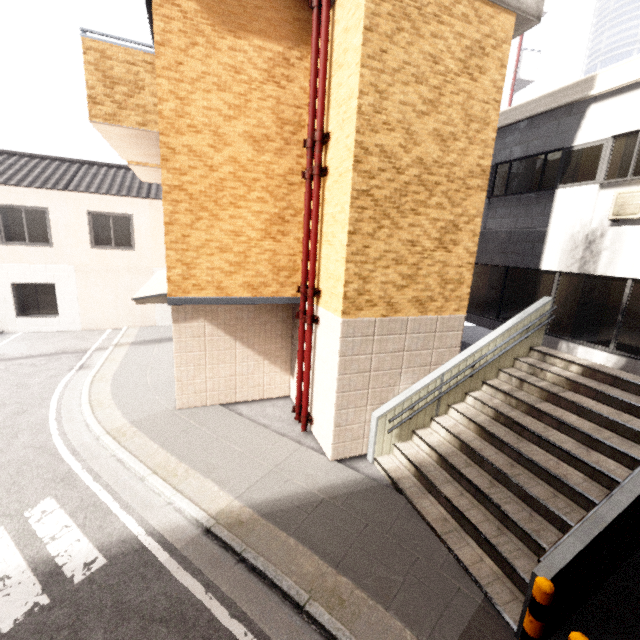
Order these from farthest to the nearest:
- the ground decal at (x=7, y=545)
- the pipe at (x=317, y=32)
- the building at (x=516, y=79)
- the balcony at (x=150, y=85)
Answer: the building at (x=516, y=79)
the pipe at (x=317, y=32)
the balcony at (x=150, y=85)
the ground decal at (x=7, y=545)

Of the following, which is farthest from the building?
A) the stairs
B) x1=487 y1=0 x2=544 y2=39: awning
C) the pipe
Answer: the stairs

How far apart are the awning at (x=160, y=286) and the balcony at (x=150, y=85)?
3.0m

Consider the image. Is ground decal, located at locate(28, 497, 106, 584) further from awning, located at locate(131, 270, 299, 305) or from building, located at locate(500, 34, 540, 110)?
building, located at locate(500, 34, 540, 110)

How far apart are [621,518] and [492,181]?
9.2m

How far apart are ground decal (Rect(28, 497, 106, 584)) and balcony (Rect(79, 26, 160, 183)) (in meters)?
6.40

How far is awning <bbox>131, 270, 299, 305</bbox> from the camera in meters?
6.7 m

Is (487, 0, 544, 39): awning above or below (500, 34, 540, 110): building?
below
